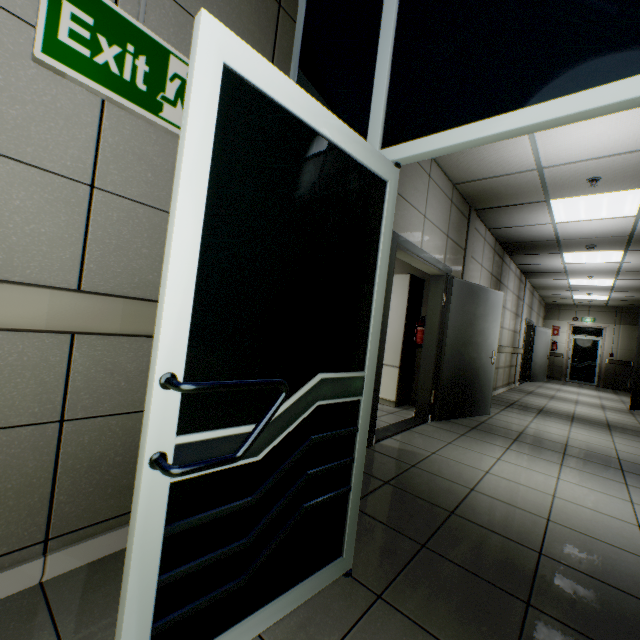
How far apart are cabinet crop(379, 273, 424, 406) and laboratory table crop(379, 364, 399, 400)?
0.02m

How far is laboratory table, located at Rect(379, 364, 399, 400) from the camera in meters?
5.0 m

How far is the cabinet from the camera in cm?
504

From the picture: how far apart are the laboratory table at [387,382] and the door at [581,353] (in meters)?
12.87

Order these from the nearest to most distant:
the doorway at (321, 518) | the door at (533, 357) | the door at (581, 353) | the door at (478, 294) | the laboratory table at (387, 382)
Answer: the doorway at (321, 518) → the door at (478, 294) → the laboratory table at (387, 382) → the door at (533, 357) → the door at (581, 353)

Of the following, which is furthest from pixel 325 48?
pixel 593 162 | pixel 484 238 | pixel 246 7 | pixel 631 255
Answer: pixel 631 255

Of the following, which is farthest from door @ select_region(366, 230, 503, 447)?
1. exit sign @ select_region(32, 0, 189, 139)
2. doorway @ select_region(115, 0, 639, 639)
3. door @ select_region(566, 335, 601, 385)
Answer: door @ select_region(566, 335, 601, 385)

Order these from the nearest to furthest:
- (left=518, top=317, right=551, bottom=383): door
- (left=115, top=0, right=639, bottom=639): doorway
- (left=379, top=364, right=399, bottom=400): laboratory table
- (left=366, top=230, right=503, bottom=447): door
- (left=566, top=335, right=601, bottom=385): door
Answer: (left=115, top=0, right=639, bottom=639): doorway → (left=366, top=230, right=503, bottom=447): door → (left=379, top=364, right=399, bottom=400): laboratory table → (left=518, top=317, right=551, bottom=383): door → (left=566, top=335, right=601, bottom=385): door
